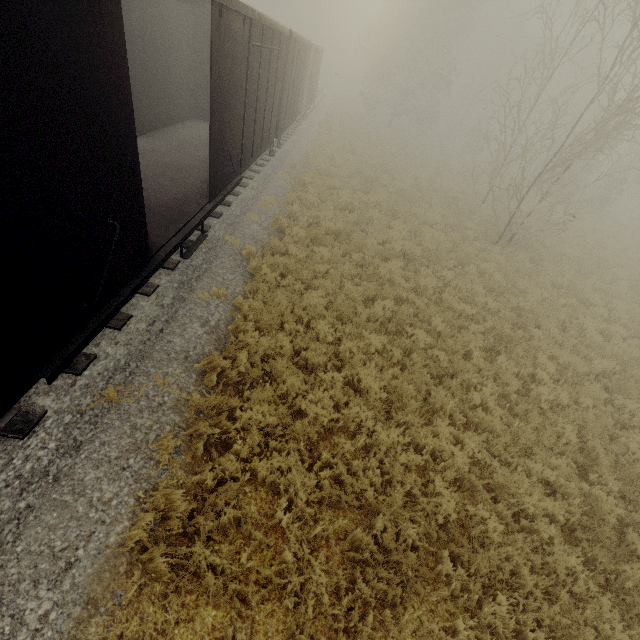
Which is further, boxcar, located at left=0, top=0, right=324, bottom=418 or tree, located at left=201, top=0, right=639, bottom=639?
tree, located at left=201, top=0, right=639, bottom=639

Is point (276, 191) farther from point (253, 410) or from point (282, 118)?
point (253, 410)

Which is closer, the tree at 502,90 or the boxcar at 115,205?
the boxcar at 115,205
